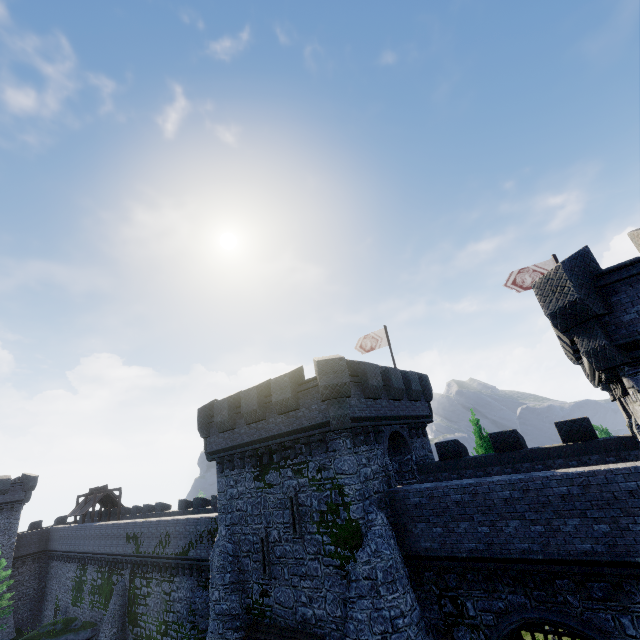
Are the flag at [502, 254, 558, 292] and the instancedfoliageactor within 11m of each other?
yes

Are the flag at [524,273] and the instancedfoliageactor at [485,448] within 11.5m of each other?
yes

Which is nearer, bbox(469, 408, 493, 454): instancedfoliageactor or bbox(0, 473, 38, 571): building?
bbox(469, 408, 493, 454): instancedfoliageactor

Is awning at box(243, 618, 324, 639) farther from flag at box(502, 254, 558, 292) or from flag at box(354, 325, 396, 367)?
flag at box(502, 254, 558, 292)

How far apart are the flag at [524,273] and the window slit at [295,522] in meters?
16.1 m

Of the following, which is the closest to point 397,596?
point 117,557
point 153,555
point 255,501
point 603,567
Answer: point 603,567

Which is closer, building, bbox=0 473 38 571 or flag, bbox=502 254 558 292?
flag, bbox=502 254 558 292

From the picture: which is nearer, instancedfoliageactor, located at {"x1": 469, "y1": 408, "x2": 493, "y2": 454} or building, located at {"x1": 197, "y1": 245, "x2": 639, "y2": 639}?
building, located at {"x1": 197, "y1": 245, "x2": 639, "y2": 639}
